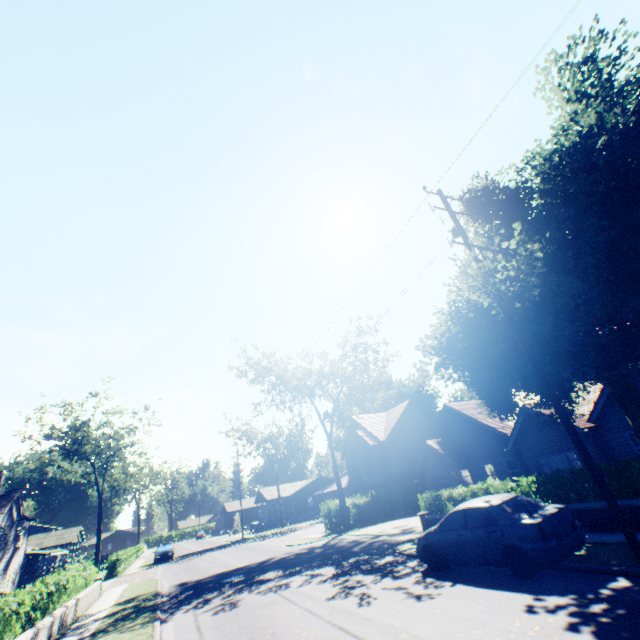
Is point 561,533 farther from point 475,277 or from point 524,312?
point 475,277

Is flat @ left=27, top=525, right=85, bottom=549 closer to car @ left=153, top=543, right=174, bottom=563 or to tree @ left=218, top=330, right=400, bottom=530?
tree @ left=218, top=330, right=400, bottom=530

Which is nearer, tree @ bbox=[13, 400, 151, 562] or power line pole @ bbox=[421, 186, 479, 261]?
power line pole @ bbox=[421, 186, 479, 261]

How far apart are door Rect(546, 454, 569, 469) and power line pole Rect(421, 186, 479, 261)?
14.03m

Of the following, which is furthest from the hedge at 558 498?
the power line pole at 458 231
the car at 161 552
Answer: the car at 161 552

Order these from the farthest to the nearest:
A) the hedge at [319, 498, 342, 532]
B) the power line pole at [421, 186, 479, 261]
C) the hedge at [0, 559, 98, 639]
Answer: the hedge at [319, 498, 342, 532]
the power line pole at [421, 186, 479, 261]
the hedge at [0, 559, 98, 639]

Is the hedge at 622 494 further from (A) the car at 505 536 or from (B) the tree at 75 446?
(A) the car at 505 536

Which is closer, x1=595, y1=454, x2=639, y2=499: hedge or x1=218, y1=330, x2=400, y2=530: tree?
x1=595, y1=454, x2=639, y2=499: hedge
